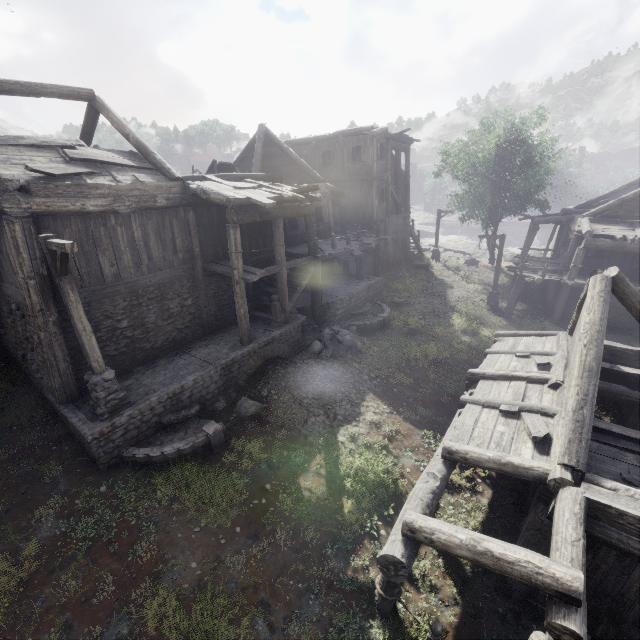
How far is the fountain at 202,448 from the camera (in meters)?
8.56

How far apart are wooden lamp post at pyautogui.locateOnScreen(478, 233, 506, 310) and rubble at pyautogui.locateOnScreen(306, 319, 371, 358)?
9.9 meters

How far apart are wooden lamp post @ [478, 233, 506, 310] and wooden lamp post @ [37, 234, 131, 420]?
20.23m

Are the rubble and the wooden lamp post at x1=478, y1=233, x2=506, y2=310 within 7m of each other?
no

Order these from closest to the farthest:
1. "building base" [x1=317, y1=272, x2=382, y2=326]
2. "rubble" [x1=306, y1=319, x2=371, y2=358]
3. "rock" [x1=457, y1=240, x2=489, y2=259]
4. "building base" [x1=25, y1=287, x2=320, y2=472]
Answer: "building base" [x1=25, y1=287, x2=320, y2=472] < "rubble" [x1=306, y1=319, x2=371, y2=358] < "building base" [x1=317, y1=272, x2=382, y2=326] < "rock" [x1=457, y1=240, x2=489, y2=259]

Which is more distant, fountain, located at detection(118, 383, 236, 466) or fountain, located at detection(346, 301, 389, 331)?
fountain, located at detection(346, 301, 389, 331)

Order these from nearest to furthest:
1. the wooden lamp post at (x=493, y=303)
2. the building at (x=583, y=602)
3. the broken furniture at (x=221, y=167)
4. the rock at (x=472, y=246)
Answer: A: the building at (x=583, y=602) → the broken furniture at (x=221, y=167) → the wooden lamp post at (x=493, y=303) → the rock at (x=472, y=246)

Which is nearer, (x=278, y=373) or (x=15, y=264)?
(x=15, y=264)
